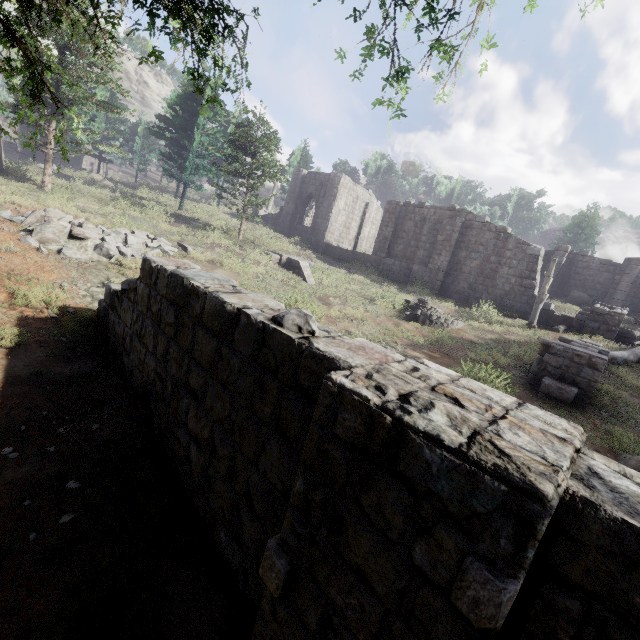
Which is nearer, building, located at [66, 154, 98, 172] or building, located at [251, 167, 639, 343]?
building, located at [251, 167, 639, 343]

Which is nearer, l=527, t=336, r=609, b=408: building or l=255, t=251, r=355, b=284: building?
l=527, t=336, r=609, b=408: building

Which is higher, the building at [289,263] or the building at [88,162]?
the building at [88,162]

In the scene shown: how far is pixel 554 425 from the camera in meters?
2.1

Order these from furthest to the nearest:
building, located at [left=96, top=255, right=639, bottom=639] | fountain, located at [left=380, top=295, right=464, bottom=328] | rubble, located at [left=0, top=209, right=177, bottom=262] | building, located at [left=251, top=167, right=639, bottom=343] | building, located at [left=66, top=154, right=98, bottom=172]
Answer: building, located at [left=66, top=154, right=98, bottom=172], building, located at [left=251, top=167, right=639, bottom=343], fountain, located at [left=380, top=295, right=464, bottom=328], rubble, located at [left=0, top=209, right=177, bottom=262], building, located at [left=96, top=255, right=639, bottom=639]

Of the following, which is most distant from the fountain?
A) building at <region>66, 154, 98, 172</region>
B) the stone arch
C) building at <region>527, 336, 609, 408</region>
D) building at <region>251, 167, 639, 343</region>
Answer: building at <region>66, 154, 98, 172</region>

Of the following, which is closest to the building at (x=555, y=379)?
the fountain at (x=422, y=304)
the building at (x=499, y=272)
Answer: the fountain at (x=422, y=304)

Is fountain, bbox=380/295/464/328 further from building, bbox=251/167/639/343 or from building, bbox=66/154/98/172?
building, bbox=66/154/98/172
